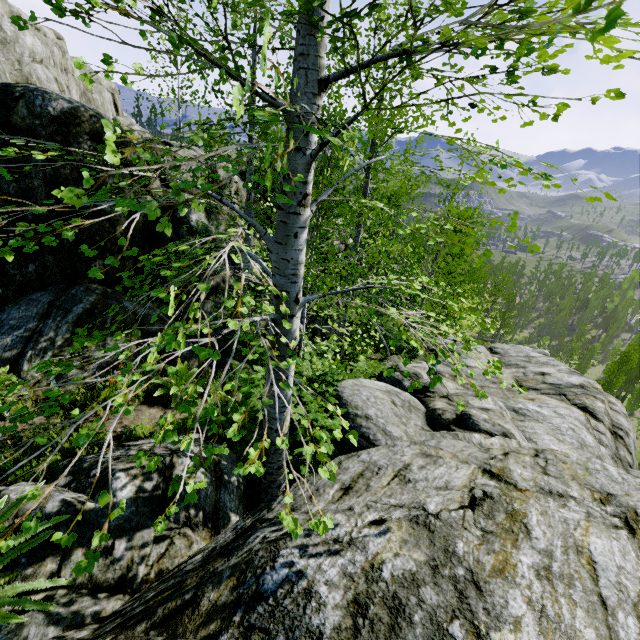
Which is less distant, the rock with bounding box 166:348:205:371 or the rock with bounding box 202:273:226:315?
→ the rock with bounding box 166:348:205:371

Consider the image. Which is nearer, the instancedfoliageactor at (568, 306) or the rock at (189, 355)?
the rock at (189, 355)

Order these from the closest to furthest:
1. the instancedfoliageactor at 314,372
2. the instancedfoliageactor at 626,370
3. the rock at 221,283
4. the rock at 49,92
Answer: the instancedfoliageactor at 314,372 → the rock at 49,92 → the rock at 221,283 → the instancedfoliageactor at 626,370

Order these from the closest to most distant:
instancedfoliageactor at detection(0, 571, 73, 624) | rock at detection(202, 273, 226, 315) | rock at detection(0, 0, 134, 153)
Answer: instancedfoliageactor at detection(0, 571, 73, 624), rock at detection(0, 0, 134, 153), rock at detection(202, 273, 226, 315)

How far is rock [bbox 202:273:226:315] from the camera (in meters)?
8.53

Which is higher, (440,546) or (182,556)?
(440,546)

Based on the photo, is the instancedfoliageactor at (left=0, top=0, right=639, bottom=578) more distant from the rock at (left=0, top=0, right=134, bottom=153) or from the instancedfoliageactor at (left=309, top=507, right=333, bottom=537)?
the instancedfoliageactor at (left=309, top=507, right=333, bottom=537)

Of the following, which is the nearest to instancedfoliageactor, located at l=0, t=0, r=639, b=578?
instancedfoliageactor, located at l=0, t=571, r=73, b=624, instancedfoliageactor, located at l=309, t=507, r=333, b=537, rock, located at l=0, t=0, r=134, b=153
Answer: rock, located at l=0, t=0, r=134, b=153
